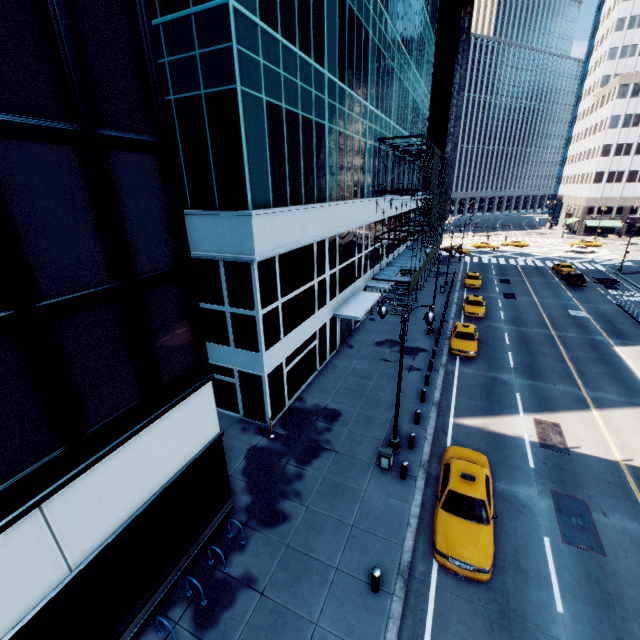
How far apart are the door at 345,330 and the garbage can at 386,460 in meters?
12.0

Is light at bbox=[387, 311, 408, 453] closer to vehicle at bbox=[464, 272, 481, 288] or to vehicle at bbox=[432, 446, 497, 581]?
vehicle at bbox=[432, 446, 497, 581]

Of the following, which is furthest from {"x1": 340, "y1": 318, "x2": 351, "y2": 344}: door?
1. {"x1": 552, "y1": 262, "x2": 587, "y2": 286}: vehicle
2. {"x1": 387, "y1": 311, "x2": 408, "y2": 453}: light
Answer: {"x1": 552, "y1": 262, "x2": 587, "y2": 286}: vehicle

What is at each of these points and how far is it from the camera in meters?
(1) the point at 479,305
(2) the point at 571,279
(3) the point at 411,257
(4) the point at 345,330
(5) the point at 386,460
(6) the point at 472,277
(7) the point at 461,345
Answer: (1) vehicle, 31.7 m
(2) vehicle, 39.9 m
(3) scaffolding, 28.8 m
(4) door, 26.8 m
(5) garbage can, 14.2 m
(6) vehicle, 41.0 m
(7) vehicle, 24.0 m

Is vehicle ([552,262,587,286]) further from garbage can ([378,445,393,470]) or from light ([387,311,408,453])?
garbage can ([378,445,393,470])

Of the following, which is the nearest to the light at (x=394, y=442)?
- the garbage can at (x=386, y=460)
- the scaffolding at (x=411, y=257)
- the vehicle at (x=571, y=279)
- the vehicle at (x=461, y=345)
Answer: the garbage can at (x=386, y=460)

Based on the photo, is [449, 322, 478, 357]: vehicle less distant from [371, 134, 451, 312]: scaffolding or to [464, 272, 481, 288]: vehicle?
[371, 134, 451, 312]: scaffolding

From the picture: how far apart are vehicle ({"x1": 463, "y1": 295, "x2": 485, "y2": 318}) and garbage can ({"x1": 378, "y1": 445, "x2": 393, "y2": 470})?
20.56m
